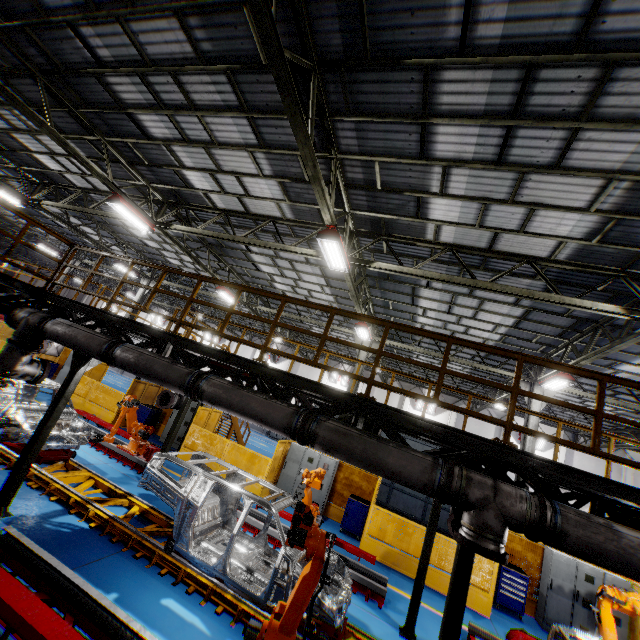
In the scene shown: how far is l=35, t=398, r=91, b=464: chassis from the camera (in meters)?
8.25

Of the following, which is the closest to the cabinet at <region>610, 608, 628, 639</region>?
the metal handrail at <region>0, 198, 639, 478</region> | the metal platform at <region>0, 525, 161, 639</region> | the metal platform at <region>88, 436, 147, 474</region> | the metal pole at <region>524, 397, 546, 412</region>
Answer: the metal pole at <region>524, 397, 546, 412</region>

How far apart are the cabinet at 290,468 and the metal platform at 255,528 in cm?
304

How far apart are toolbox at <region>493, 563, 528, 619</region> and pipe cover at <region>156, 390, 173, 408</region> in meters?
11.9

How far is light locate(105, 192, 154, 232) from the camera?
10.40m

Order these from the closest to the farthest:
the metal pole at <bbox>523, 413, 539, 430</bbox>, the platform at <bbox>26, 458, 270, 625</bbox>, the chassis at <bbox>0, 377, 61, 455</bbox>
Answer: the platform at <bbox>26, 458, 270, 625</bbox>, the chassis at <bbox>0, 377, 61, 455</bbox>, the metal pole at <bbox>523, 413, 539, 430</bbox>

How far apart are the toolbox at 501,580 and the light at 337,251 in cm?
1082

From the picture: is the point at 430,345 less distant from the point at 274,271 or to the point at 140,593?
the point at 274,271
